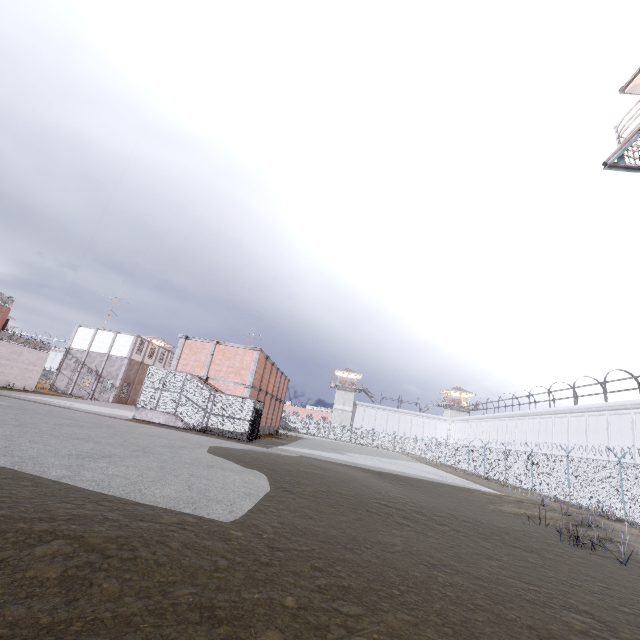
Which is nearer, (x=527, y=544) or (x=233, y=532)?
(x=233, y=532)

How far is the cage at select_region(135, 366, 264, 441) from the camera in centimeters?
2242cm

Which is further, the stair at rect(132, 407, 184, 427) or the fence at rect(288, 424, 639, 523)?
the stair at rect(132, 407, 184, 427)

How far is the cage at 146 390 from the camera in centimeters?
2242cm

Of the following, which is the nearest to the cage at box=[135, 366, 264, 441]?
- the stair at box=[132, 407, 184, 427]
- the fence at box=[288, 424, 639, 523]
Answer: the stair at box=[132, 407, 184, 427]

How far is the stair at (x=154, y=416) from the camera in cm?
2262

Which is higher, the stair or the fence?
the fence

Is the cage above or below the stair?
above
